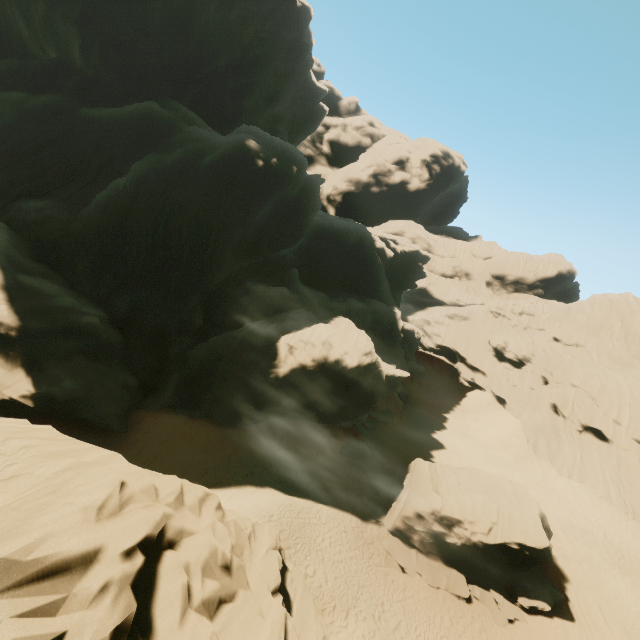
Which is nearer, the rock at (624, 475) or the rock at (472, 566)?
the rock at (472, 566)

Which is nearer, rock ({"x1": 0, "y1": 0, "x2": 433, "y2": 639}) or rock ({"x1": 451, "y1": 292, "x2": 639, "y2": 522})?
rock ({"x1": 0, "y1": 0, "x2": 433, "y2": 639})

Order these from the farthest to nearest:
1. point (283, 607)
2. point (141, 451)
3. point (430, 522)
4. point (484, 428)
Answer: point (484, 428) < point (141, 451) < point (430, 522) < point (283, 607)

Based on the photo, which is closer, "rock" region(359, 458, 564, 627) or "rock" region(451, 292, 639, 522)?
"rock" region(359, 458, 564, 627)

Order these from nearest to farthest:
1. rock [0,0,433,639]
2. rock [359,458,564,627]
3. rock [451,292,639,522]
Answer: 1. rock [0,0,433,639]
2. rock [359,458,564,627]
3. rock [451,292,639,522]

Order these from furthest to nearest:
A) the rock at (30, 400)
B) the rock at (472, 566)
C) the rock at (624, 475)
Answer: the rock at (624, 475) < the rock at (472, 566) < the rock at (30, 400)

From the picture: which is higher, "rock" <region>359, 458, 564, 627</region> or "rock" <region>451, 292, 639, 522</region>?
"rock" <region>451, 292, 639, 522</region>
